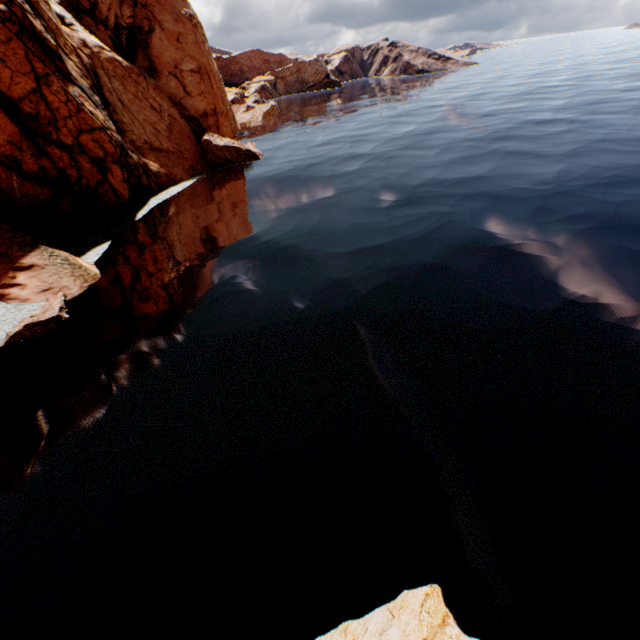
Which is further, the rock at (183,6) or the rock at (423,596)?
the rock at (183,6)

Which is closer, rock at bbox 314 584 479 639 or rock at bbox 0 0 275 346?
rock at bbox 314 584 479 639

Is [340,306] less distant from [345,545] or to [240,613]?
[345,545]

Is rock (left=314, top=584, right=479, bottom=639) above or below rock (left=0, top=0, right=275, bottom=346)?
below

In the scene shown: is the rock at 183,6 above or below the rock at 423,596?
above
